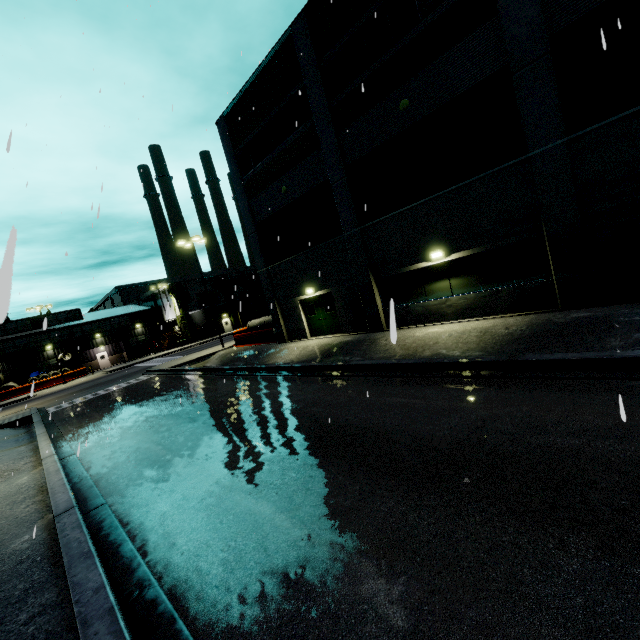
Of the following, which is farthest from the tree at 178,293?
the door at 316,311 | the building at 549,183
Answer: the door at 316,311

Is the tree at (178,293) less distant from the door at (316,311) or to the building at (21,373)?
the building at (21,373)

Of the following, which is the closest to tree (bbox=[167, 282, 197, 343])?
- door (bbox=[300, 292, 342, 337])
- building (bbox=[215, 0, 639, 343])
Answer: building (bbox=[215, 0, 639, 343])

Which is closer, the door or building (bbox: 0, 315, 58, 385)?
the door

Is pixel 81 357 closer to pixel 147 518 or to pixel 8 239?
pixel 147 518

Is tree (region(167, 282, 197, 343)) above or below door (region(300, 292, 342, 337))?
above

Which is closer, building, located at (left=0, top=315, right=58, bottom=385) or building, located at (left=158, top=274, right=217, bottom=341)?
building, located at (left=0, top=315, right=58, bottom=385)
